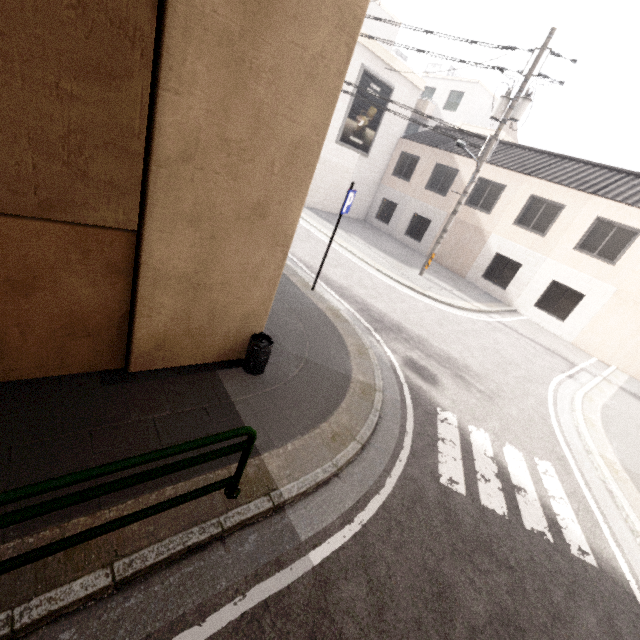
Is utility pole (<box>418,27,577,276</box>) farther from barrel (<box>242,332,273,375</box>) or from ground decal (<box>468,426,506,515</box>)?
barrel (<box>242,332,273,375</box>)

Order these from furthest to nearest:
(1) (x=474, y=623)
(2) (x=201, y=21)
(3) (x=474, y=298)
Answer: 1. (3) (x=474, y=298)
2. (1) (x=474, y=623)
3. (2) (x=201, y=21)

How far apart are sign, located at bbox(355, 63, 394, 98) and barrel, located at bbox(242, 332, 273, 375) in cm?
1761

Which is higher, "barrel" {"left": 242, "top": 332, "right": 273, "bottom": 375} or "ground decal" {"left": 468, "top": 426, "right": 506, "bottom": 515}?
"barrel" {"left": 242, "top": 332, "right": 273, "bottom": 375}

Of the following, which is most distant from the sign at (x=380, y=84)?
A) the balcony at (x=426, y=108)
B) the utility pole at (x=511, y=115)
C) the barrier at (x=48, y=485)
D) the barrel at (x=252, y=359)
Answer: the barrier at (x=48, y=485)

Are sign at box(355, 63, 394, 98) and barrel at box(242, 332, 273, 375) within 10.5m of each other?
no

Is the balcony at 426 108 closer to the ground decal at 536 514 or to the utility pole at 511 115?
the utility pole at 511 115

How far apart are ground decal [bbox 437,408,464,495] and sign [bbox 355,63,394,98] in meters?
17.7
